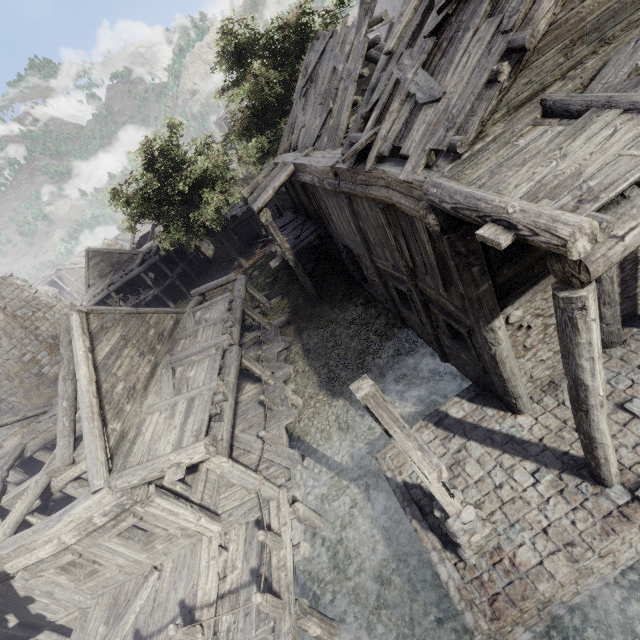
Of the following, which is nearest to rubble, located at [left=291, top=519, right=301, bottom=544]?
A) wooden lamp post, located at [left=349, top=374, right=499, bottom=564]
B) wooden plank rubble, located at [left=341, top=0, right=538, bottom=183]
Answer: wooden lamp post, located at [left=349, top=374, right=499, bottom=564]

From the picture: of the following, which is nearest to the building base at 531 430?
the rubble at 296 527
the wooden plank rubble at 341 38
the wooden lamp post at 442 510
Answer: the wooden lamp post at 442 510

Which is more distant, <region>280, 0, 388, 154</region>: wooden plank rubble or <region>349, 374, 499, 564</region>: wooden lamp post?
<region>280, 0, 388, 154</region>: wooden plank rubble

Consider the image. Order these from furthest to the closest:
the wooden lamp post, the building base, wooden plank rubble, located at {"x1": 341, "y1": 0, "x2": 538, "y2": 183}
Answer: the building base → wooden plank rubble, located at {"x1": 341, "y1": 0, "x2": 538, "y2": 183} → the wooden lamp post

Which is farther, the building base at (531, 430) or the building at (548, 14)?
the building base at (531, 430)

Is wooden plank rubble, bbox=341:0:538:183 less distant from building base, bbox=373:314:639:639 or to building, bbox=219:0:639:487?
building, bbox=219:0:639:487

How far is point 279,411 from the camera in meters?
11.0

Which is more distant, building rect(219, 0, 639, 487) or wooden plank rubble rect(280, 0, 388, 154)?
wooden plank rubble rect(280, 0, 388, 154)
